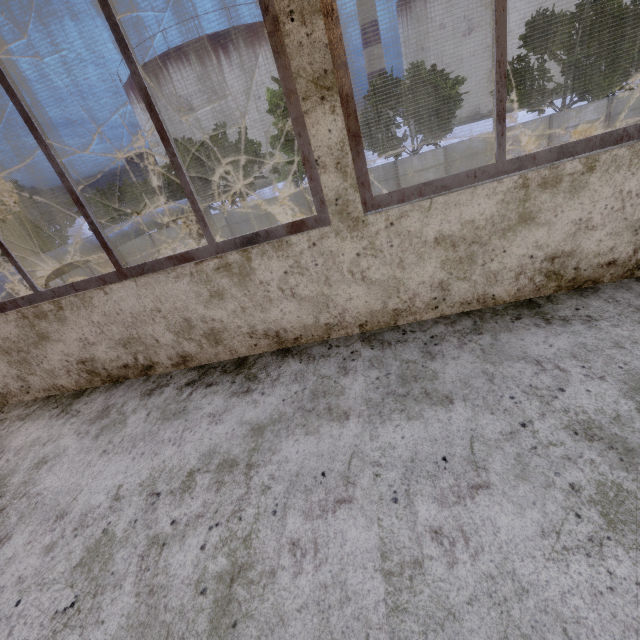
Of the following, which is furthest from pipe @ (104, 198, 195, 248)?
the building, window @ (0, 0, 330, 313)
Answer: window @ (0, 0, 330, 313)

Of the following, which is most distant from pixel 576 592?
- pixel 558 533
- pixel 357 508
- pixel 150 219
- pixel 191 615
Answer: pixel 150 219

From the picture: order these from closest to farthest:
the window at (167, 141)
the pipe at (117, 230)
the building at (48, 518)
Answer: the building at (48, 518), the window at (167, 141), the pipe at (117, 230)

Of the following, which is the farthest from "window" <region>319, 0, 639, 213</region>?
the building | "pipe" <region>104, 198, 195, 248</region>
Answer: "pipe" <region>104, 198, 195, 248</region>

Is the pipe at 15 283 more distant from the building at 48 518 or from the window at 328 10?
the window at 328 10

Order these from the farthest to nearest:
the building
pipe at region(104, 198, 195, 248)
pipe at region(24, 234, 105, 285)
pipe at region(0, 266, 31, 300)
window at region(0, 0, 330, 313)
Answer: pipe at region(104, 198, 195, 248)
pipe at region(24, 234, 105, 285)
pipe at region(0, 266, 31, 300)
window at region(0, 0, 330, 313)
the building
